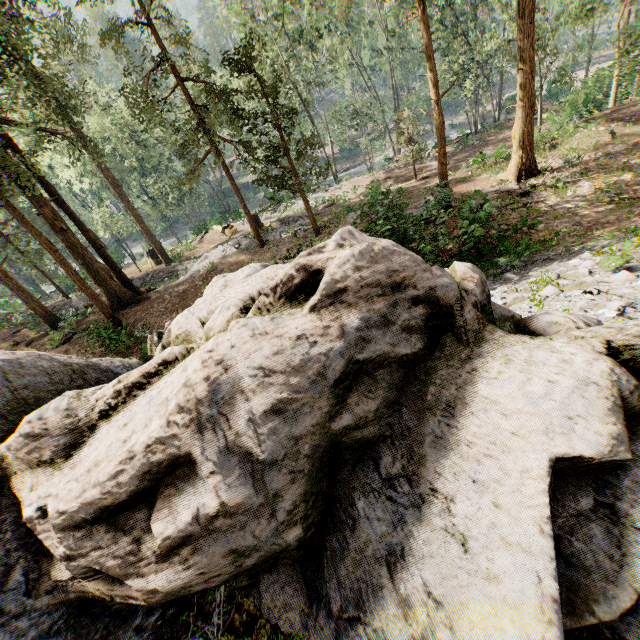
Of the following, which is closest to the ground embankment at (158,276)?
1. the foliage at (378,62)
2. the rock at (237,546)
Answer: the foliage at (378,62)

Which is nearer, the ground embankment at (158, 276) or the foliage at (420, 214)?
the foliage at (420, 214)

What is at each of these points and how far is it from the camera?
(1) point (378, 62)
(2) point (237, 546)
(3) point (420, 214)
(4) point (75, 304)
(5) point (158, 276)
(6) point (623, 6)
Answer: (1) foliage, 35.6m
(2) rock, 2.1m
(3) foliage, 16.3m
(4) ground embankment, 26.7m
(5) ground embankment, 25.8m
(6) foliage, 13.8m

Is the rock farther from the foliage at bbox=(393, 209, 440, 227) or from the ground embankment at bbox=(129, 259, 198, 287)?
the ground embankment at bbox=(129, 259, 198, 287)

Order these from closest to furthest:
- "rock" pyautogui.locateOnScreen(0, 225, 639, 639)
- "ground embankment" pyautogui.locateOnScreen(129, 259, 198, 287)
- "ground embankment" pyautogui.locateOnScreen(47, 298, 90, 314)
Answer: "rock" pyautogui.locateOnScreen(0, 225, 639, 639) → "ground embankment" pyautogui.locateOnScreen(47, 298, 90, 314) → "ground embankment" pyautogui.locateOnScreen(129, 259, 198, 287)

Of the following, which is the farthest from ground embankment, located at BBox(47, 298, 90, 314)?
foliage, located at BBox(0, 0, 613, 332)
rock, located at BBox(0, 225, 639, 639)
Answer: rock, located at BBox(0, 225, 639, 639)

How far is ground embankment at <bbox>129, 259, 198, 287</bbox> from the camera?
24.1 meters
